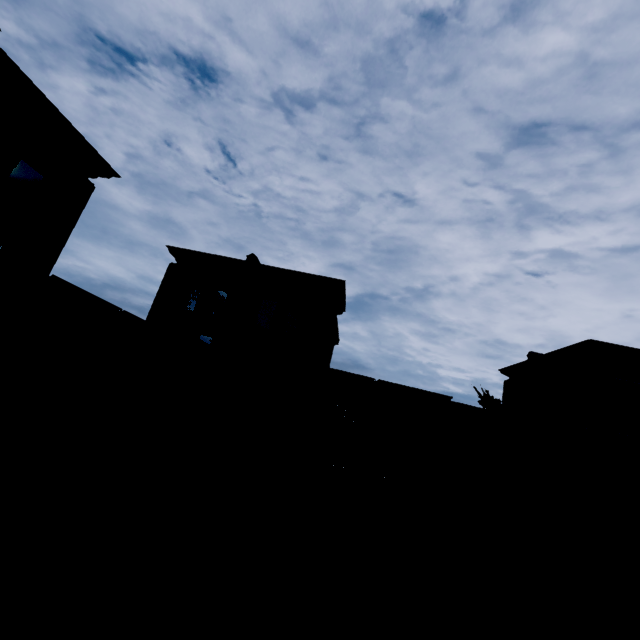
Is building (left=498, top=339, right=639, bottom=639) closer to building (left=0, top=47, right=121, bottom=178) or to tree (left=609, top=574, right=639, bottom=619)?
tree (left=609, top=574, right=639, bottom=619)

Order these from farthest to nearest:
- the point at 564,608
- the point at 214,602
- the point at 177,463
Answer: the point at 177,463 → the point at 564,608 → the point at 214,602

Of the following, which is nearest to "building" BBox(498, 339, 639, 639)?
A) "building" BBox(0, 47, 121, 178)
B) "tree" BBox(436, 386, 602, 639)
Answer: "tree" BBox(436, 386, 602, 639)

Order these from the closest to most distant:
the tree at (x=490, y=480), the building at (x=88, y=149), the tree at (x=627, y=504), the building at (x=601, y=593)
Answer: the building at (x=88, y=149)
the tree at (x=490, y=480)
the tree at (x=627, y=504)
the building at (x=601, y=593)

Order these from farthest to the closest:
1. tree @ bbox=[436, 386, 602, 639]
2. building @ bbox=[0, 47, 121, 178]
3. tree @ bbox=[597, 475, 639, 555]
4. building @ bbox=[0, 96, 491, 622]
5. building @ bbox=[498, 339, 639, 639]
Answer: building @ bbox=[498, 339, 639, 639] → tree @ bbox=[597, 475, 639, 555] → building @ bbox=[0, 96, 491, 622] → tree @ bbox=[436, 386, 602, 639] → building @ bbox=[0, 47, 121, 178]

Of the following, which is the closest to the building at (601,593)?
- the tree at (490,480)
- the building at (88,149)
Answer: the tree at (490,480)
